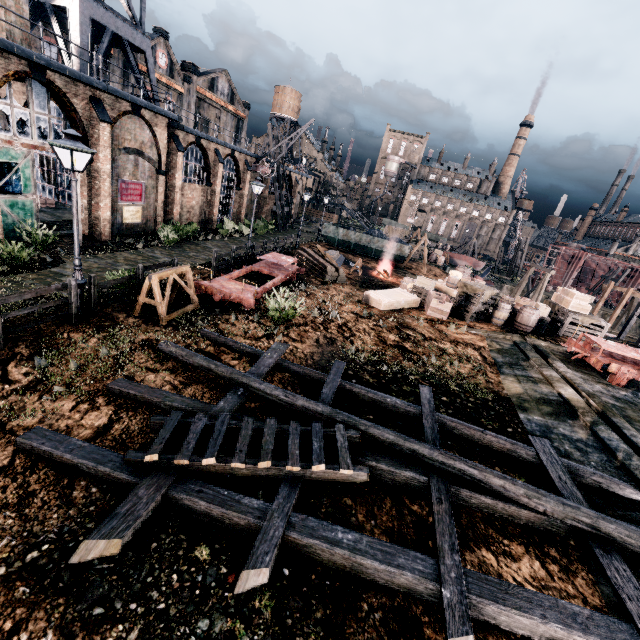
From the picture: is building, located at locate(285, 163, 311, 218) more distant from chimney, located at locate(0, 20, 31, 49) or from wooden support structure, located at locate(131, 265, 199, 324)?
wooden support structure, located at locate(131, 265, 199, 324)

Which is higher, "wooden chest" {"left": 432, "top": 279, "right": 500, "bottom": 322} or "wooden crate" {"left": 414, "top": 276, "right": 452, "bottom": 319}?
"wooden chest" {"left": 432, "top": 279, "right": 500, "bottom": 322}

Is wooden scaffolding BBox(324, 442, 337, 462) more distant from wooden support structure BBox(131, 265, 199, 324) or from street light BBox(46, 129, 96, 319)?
street light BBox(46, 129, 96, 319)

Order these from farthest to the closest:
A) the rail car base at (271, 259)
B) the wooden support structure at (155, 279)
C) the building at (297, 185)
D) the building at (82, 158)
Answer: the building at (297, 185) → the building at (82, 158) → the rail car base at (271, 259) → the wooden support structure at (155, 279)

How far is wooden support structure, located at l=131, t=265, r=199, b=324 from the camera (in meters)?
11.49

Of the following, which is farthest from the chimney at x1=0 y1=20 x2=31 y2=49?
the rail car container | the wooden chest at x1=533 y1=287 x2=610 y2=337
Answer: the wooden chest at x1=533 y1=287 x2=610 y2=337

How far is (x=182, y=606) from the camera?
4.31m

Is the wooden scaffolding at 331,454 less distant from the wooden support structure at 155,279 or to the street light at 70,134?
the wooden support structure at 155,279
